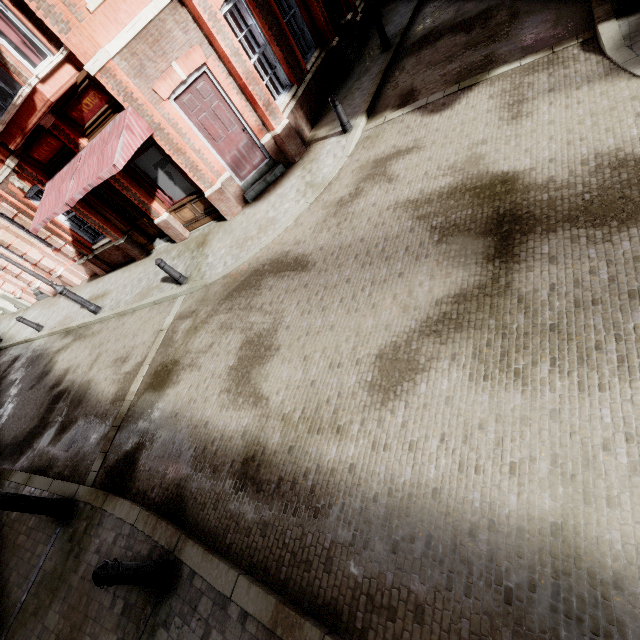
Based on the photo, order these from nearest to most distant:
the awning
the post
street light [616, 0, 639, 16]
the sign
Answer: the post → street light [616, 0, 639, 16] → the awning → the sign

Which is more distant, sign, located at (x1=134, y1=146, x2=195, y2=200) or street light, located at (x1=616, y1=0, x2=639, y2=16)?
sign, located at (x1=134, y1=146, x2=195, y2=200)

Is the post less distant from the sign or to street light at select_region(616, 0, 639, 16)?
the sign

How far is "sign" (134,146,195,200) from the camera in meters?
9.2

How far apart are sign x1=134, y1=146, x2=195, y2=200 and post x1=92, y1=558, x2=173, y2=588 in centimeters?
929cm

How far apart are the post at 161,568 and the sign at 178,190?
9.3m

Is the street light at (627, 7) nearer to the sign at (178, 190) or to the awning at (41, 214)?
the awning at (41, 214)

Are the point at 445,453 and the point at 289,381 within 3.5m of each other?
yes
